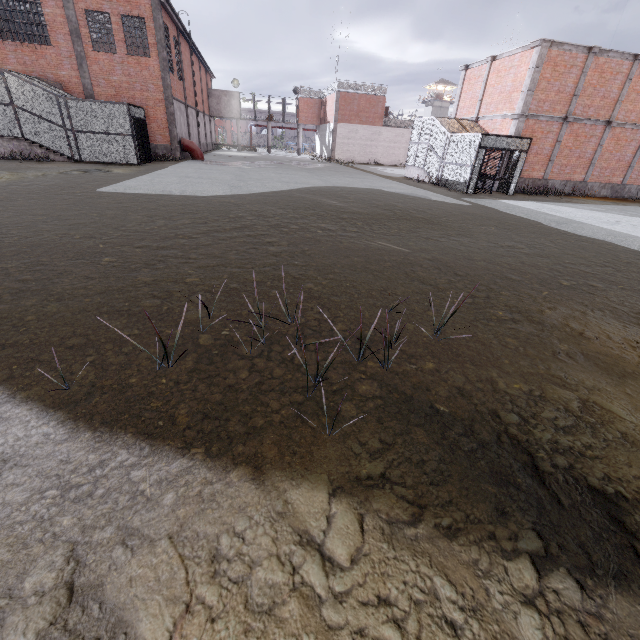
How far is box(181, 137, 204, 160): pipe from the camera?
24.7 meters

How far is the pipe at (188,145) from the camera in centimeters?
2467cm

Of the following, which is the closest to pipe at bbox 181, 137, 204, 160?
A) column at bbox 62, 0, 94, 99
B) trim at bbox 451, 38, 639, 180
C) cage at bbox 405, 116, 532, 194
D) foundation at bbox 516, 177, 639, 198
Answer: column at bbox 62, 0, 94, 99

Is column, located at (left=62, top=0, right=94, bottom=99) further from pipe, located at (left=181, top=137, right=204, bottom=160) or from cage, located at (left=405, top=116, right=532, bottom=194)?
cage, located at (left=405, top=116, right=532, bottom=194)

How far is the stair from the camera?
21.9 meters

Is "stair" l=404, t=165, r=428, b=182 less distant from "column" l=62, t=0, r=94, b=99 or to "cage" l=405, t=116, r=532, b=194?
"cage" l=405, t=116, r=532, b=194

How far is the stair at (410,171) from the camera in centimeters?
2194cm

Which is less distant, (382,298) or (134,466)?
(134,466)
